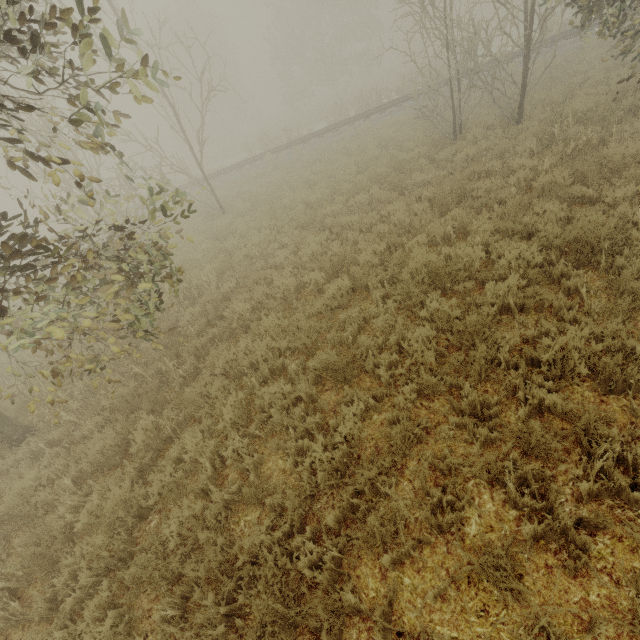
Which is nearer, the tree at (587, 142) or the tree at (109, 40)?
the tree at (109, 40)

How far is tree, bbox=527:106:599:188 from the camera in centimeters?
704cm

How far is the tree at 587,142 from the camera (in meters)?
7.04

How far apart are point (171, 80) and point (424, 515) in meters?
15.7 m

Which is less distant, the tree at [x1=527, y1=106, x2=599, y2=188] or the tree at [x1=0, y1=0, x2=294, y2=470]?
the tree at [x1=0, y1=0, x2=294, y2=470]
